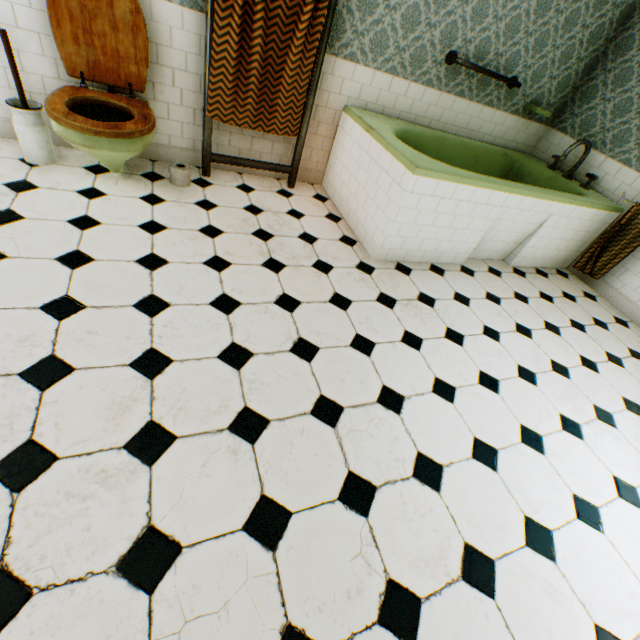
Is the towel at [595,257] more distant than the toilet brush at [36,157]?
Yes

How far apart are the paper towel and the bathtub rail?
2.77m

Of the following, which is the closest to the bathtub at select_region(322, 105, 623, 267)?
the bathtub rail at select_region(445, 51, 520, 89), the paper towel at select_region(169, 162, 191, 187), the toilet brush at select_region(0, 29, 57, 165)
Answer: the bathtub rail at select_region(445, 51, 520, 89)

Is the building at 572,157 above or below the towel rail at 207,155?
above

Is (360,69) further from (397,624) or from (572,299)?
(397,624)

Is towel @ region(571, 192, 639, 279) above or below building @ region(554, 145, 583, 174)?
below

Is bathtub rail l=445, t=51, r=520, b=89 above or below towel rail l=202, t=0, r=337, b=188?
above

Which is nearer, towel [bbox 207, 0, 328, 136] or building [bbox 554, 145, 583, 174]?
towel [bbox 207, 0, 328, 136]
